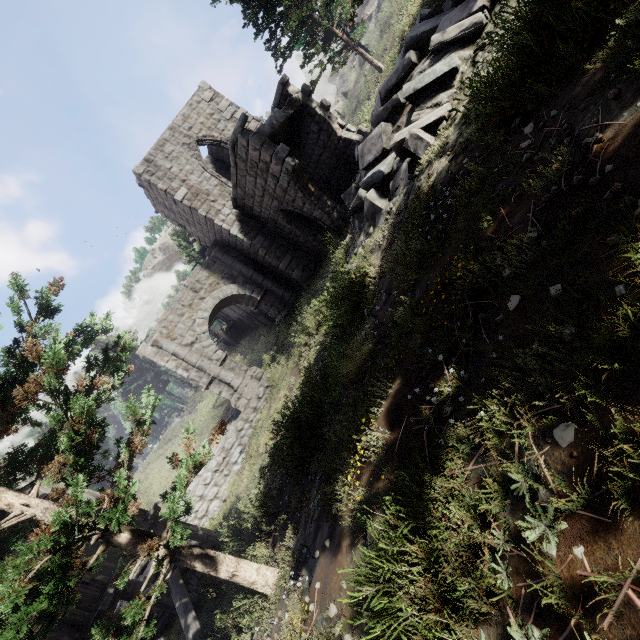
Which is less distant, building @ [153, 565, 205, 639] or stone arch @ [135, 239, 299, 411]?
building @ [153, 565, 205, 639]

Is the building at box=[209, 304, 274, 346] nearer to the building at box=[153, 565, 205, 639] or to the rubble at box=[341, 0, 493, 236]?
the building at box=[153, 565, 205, 639]

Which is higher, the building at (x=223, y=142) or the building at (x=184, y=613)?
the building at (x=223, y=142)

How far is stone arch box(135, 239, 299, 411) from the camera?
16.4 meters

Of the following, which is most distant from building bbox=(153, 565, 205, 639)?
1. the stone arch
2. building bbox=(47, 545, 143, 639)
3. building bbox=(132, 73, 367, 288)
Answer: building bbox=(132, 73, 367, 288)

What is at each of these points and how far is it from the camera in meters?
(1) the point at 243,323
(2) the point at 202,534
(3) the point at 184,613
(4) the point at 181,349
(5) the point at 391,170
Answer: (1) building, 33.9
(2) building, 11.2
(3) building, 7.8
(4) stone arch, 16.4
(5) rubble, 7.3

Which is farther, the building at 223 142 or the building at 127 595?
the building at 223 142
